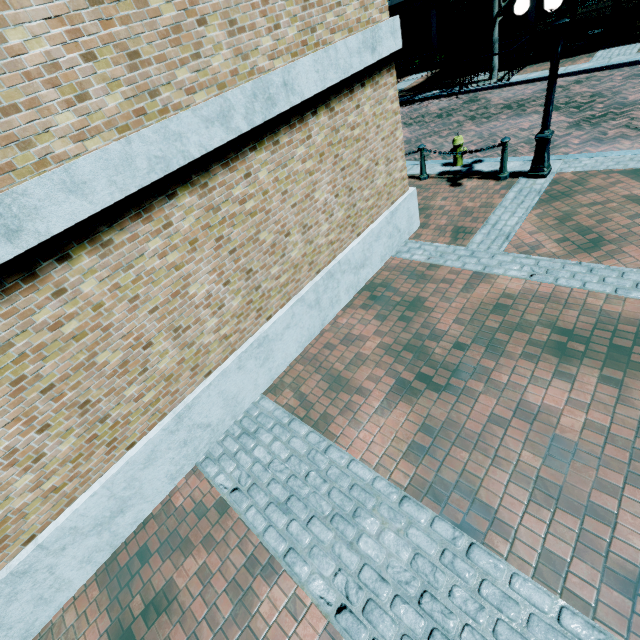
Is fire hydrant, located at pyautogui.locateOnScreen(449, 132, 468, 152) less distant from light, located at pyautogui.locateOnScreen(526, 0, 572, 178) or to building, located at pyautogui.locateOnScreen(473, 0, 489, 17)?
light, located at pyautogui.locateOnScreen(526, 0, 572, 178)

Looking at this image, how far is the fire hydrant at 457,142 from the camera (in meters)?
8.19

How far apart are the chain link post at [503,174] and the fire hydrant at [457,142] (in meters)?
1.25

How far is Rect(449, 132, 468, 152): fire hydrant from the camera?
8.19m

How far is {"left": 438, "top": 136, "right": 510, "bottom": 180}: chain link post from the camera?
7.0m

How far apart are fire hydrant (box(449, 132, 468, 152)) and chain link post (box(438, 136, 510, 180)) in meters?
1.2

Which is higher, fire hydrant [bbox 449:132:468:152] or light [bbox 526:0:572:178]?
fire hydrant [bbox 449:132:468:152]

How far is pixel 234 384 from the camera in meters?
4.5
